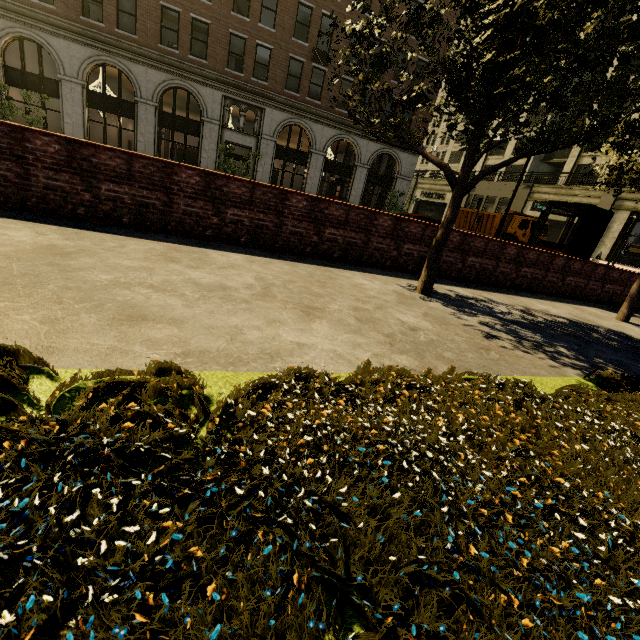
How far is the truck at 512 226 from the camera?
24.7m

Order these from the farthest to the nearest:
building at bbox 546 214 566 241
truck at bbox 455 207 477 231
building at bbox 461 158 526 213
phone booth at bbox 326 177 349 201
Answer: building at bbox 461 158 526 213
building at bbox 546 214 566 241
truck at bbox 455 207 477 231
phone booth at bbox 326 177 349 201

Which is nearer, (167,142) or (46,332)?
(46,332)

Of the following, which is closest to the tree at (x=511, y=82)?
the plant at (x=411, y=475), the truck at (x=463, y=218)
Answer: the plant at (x=411, y=475)

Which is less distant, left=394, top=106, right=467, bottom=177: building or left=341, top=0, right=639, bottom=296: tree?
left=341, top=0, right=639, bottom=296: tree

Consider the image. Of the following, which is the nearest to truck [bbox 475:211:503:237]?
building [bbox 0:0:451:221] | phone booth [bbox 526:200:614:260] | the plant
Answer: building [bbox 0:0:451:221]

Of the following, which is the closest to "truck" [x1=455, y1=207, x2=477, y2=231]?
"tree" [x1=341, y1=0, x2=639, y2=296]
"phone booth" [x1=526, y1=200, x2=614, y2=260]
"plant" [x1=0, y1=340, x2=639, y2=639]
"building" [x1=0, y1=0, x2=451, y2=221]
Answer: "building" [x1=0, y1=0, x2=451, y2=221]

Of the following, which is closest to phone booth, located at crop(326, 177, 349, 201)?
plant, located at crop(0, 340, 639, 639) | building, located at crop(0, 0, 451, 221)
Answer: building, located at crop(0, 0, 451, 221)
